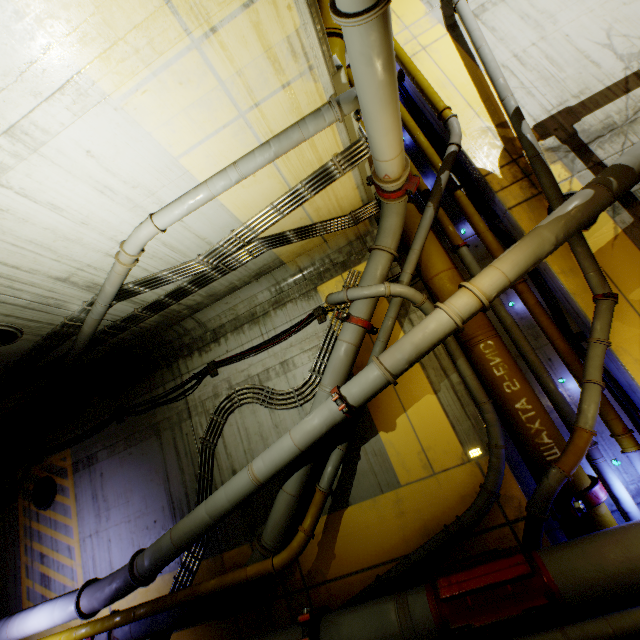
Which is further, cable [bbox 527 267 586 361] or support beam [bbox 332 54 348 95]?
cable [bbox 527 267 586 361]

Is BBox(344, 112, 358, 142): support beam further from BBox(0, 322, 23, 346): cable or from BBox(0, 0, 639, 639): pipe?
BBox(0, 322, 23, 346): cable

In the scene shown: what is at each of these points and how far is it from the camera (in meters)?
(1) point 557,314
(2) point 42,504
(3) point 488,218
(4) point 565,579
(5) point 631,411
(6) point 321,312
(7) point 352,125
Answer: (1) cable, 6.21
(2) cable, 8.55
(3) cable, 6.98
(4) pipe, 4.08
(5) cable, 5.52
(6) cable, 7.23
(7) support beam, 4.89

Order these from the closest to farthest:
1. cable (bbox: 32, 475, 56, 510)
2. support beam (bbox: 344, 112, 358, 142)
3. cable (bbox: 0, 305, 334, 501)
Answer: support beam (bbox: 344, 112, 358, 142) < cable (bbox: 0, 305, 334, 501) < cable (bbox: 32, 475, 56, 510)

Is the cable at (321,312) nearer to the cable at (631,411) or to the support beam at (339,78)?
the cable at (631,411)

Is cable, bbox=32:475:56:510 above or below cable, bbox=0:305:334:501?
below

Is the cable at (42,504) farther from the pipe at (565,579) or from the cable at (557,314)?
the cable at (557,314)

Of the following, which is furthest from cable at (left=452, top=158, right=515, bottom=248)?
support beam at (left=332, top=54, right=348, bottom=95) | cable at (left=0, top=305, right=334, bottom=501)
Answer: support beam at (left=332, top=54, right=348, bottom=95)
